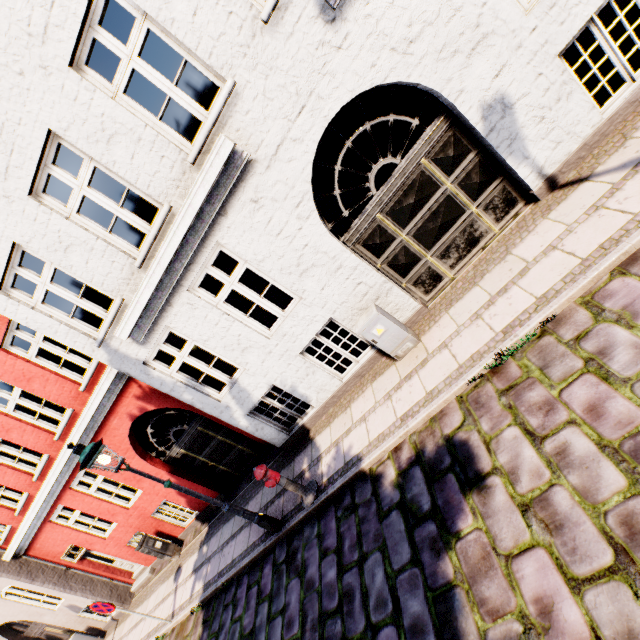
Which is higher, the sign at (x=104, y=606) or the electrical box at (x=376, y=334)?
the sign at (x=104, y=606)

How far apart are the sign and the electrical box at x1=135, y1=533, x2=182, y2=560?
2.0m

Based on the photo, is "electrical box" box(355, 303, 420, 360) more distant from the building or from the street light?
the street light

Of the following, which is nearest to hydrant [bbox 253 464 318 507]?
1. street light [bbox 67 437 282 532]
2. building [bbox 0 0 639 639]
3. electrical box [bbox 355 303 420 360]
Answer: street light [bbox 67 437 282 532]

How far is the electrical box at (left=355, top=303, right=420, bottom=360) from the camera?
5.5 meters

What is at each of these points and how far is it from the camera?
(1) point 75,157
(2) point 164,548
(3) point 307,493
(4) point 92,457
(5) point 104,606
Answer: (1) building, 10.4 meters
(2) electrical box, 9.9 meters
(3) hydrant, 5.9 meters
(4) street light, 5.0 meters
(5) sign, 7.4 meters

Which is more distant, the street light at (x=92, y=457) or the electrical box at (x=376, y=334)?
the electrical box at (x=376, y=334)

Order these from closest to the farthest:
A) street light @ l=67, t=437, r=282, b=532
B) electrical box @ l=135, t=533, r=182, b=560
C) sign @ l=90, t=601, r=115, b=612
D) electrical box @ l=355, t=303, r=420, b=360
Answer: street light @ l=67, t=437, r=282, b=532
electrical box @ l=355, t=303, r=420, b=360
sign @ l=90, t=601, r=115, b=612
electrical box @ l=135, t=533, r=182, b=560
